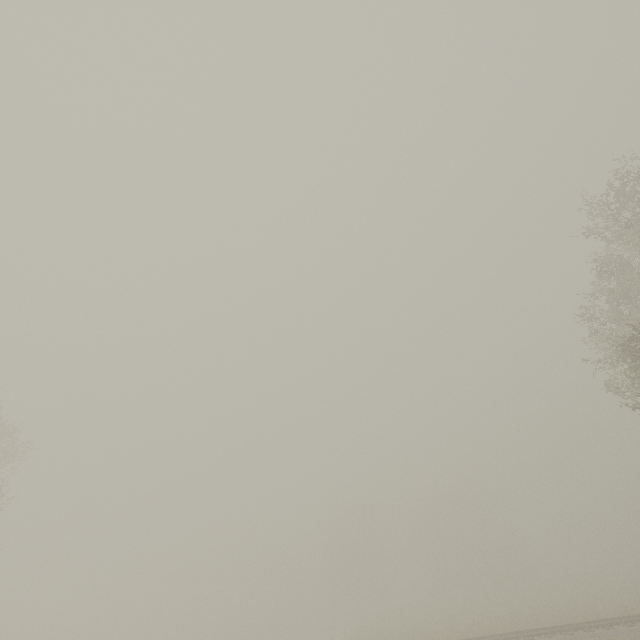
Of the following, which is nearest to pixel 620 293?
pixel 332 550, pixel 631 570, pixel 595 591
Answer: pixel 595 591
